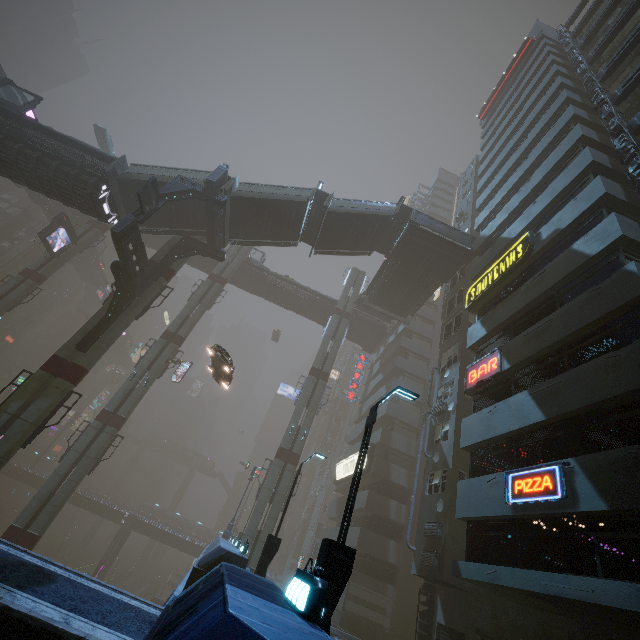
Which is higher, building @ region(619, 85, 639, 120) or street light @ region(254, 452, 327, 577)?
building @ region(619, 85, 639, 120)

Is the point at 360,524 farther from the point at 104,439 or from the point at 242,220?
the point at 242,220

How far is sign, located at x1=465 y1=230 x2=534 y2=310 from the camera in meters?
16.8 m

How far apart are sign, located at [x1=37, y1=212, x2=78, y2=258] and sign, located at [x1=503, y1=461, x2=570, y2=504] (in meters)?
40.87

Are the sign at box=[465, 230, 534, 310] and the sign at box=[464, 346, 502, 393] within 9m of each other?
yes

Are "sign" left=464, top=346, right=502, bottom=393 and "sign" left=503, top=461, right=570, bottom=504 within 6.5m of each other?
yes

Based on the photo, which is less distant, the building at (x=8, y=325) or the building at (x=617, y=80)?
the building at (x=617, y=80)

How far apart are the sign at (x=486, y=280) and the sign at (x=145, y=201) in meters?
20.0
